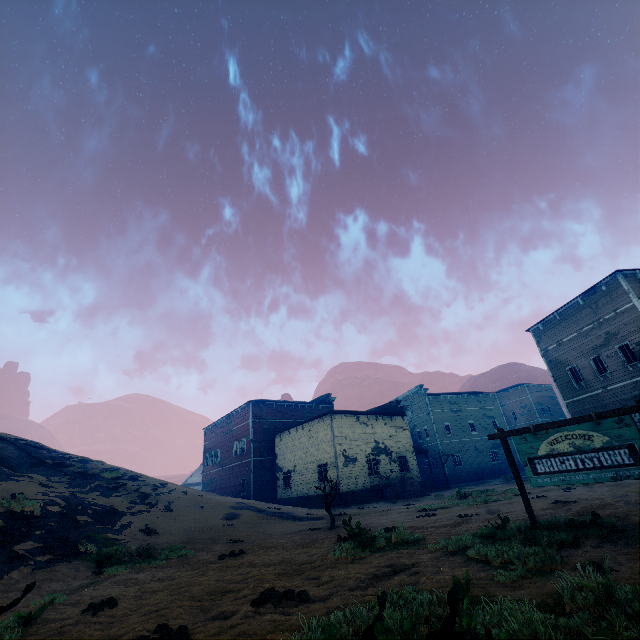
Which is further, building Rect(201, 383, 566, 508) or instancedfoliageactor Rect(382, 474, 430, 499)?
building Rect(201, 383, 566, 508)

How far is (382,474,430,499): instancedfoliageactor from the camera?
25.06m

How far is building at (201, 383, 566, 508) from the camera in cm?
2767

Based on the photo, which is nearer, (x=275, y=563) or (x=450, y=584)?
(x=450, y=584)

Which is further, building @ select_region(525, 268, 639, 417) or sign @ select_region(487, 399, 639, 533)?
building @ select_region(525, 268, 639, 417)

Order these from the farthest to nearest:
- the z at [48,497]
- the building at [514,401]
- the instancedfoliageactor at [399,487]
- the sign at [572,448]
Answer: the building at [514,401] < the instancedfoliageactor at [399,487] < the sign at [572,448] < the z at [48,497]

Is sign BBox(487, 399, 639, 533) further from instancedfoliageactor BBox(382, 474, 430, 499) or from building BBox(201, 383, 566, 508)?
instancedfoliageactor BBox(382, 474, 430, 499)

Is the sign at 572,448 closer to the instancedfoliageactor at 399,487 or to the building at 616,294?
the building at 616,294
